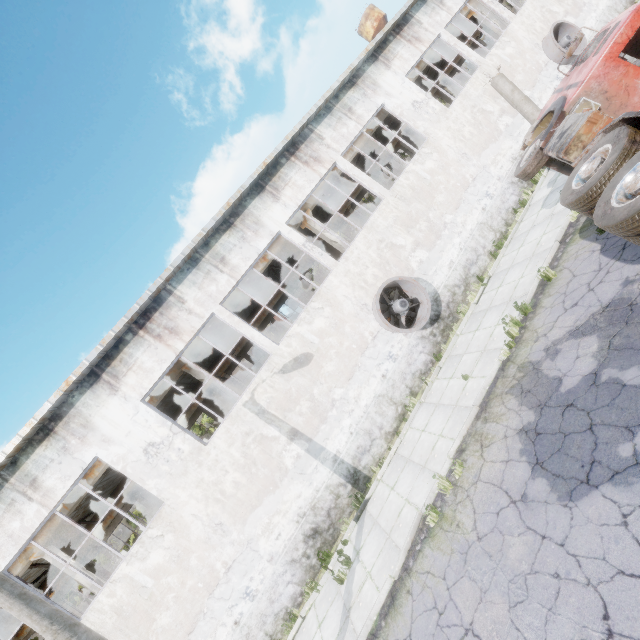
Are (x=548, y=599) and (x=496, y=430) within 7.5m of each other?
yes

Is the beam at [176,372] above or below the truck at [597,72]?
above

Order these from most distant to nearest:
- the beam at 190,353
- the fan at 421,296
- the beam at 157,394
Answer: the beam at 190,353 < the beam at 157,394 < the fan at 421,296

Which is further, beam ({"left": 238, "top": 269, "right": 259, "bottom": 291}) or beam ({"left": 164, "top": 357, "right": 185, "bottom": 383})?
beam ({"left": 238, "top": 269, "right": 259, "bottom": 291})

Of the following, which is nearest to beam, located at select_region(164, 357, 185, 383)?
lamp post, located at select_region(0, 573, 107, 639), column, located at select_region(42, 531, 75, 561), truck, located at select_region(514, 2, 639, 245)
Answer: column, located at select_region(42, 531, 75, 561)

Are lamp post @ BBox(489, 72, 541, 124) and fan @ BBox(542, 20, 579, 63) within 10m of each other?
no

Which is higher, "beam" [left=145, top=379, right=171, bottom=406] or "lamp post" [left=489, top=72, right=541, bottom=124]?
"beam" [left=145, top=379, right=171, bottom=406]

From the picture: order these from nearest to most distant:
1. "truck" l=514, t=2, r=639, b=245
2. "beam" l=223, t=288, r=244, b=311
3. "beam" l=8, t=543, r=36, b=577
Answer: "truck" l=514, t=2, r=639, b=245 → "beam" l=8, t=543, r=36, b=577 → "beam" l=223, t=288, r=244, b=311
